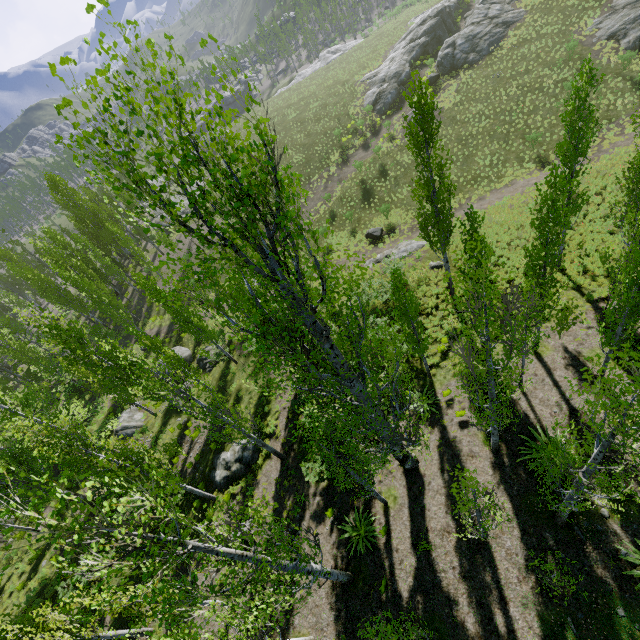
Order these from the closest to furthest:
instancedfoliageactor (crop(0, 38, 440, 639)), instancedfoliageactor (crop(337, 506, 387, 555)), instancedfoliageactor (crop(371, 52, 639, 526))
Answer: instancedfoliageactor (crop(0, 38, 440, 639)), instancedfoliageactor (crop(371, 52, 639, 526)), instancedfoliageactor (crop(337, 506, 387, 555))

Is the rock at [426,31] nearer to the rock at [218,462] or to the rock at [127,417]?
the rock at [127,417]

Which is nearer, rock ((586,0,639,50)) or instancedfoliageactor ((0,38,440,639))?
instancedfoliageactor ((0,38,440,639))

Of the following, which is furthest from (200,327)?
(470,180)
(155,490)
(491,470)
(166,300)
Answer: (470,180)

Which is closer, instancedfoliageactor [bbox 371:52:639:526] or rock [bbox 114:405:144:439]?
instancedfoliageactor [bbox 371:52:639:526]

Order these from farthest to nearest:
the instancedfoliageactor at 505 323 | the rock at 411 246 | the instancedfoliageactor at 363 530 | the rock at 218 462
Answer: the rock at 411 246 < the rock at 218 462 < the instancedfoliageactor at 363 530 < the instancedfoliageactor at 505 323

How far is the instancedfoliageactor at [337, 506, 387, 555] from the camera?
12.7 meters

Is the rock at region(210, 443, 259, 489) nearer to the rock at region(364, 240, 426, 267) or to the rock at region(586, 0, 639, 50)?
Answer: the rock at region(364, 240, 426, 267)
